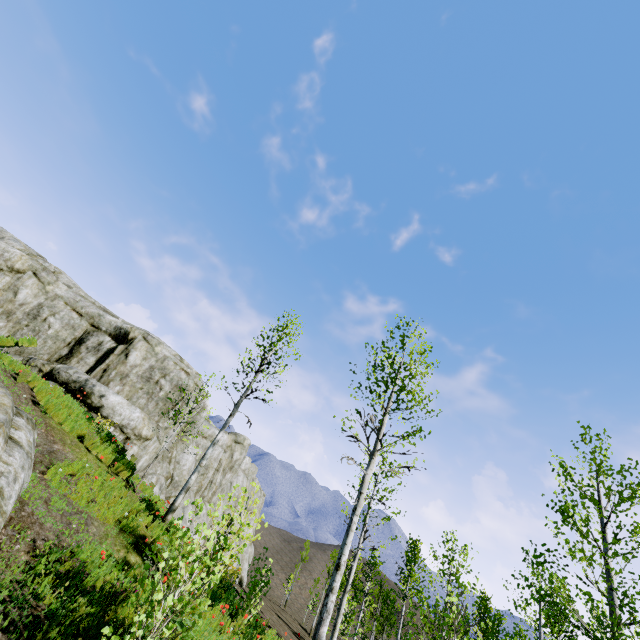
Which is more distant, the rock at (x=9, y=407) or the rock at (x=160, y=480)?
the rock at (x=160, y=480)

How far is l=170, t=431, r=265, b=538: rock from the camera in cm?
2272

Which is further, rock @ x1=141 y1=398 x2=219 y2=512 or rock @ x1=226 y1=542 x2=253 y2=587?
rock @ x1=141 y1=398 x2=219 y2=512

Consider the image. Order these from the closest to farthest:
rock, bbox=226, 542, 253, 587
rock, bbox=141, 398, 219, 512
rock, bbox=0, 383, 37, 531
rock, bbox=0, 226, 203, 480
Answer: rock, bbox=0, 383, 37, 531
rock, bbox=226, 542, 253, 587
rock, bbox=0, 226, 203, 480
rock, bbox=141, 398, 219, 512

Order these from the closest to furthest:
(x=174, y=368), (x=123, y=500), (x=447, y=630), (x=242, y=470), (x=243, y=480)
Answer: (x=447, y=630) < (x=123, y=500) < (x=174, y=368) < (x=243, y=480) < (x=242, y=470)
